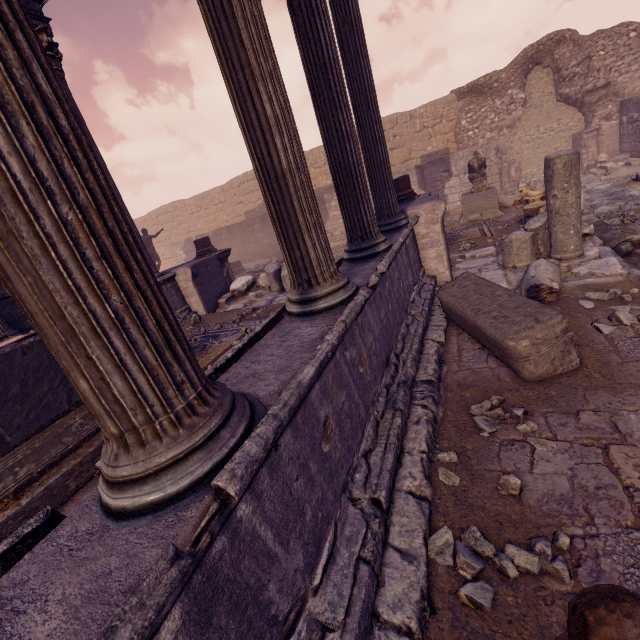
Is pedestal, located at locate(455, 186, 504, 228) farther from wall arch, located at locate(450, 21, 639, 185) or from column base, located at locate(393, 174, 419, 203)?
wall arch, located at locate(450, 21, 639, 185)

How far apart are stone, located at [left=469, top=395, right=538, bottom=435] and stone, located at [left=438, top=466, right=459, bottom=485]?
A: 0.51m

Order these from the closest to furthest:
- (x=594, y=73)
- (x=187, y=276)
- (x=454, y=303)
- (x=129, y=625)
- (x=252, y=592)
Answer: (x=129, y=625) < (x=252, y=592) < (x=454, y=303) < (x=187, y=276) < (x=594, y=73)

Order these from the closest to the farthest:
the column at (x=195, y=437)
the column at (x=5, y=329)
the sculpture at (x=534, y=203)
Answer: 1. the column at (x=195, y=437)
2. the column at (x=5, y=329)
3. the sculpture at (x=534, y=203)

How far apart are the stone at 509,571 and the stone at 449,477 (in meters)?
0.38

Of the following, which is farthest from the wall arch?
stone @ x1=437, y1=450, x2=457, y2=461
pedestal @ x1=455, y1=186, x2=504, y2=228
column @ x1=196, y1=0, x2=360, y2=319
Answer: stone @ x1=437, y1=450, x2=457, y2=461

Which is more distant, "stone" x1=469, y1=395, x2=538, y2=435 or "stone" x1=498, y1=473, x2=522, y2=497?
"stone" x1=469, y1=395, x2=538, y2=435

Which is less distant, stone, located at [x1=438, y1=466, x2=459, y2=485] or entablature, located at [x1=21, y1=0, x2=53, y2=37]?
stone, located at [x1=438, y1=466, x2=459, y2=485]
